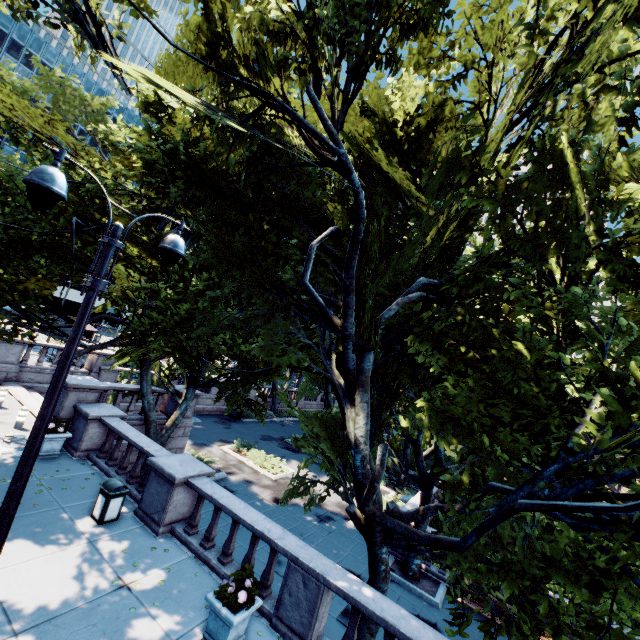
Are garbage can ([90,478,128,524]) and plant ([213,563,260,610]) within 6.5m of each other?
yes

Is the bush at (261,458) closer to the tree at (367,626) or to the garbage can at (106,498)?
the tree at (367,626)

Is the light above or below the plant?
above

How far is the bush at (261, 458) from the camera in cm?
1998

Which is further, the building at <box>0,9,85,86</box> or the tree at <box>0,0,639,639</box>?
the building at <box>0,9,85,86</box>

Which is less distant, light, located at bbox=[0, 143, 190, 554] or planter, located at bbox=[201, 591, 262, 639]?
light, located at bbox=[0, 143, 190, 554]

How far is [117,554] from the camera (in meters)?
7.77

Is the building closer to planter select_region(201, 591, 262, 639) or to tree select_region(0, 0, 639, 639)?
tree select_region(0, 0, 639, 639)
